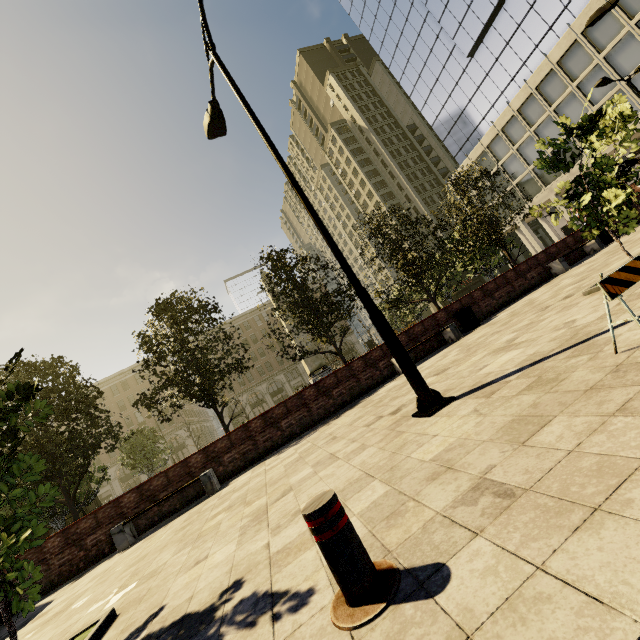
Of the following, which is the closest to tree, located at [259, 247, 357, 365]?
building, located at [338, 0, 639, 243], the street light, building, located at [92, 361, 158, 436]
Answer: the street light

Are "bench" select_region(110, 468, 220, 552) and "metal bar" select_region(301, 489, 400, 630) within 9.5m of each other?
yes

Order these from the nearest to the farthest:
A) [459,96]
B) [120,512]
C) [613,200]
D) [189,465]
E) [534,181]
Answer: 1. [613,200]
2. [120,512]
3. [189,465]
4. [534,181]
5. [459,96]

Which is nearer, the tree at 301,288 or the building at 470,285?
the tree at 301,288

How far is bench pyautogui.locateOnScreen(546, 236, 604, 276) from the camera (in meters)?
13.34

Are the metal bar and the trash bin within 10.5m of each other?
no

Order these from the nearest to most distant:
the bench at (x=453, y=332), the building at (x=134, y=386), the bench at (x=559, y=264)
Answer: the bench at (x=453, y=332)
the bench at (x=559, y=264)
the building at (x=134, y=386)

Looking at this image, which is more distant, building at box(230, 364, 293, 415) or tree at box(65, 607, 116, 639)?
building at box(230, 364, 293, 415)
